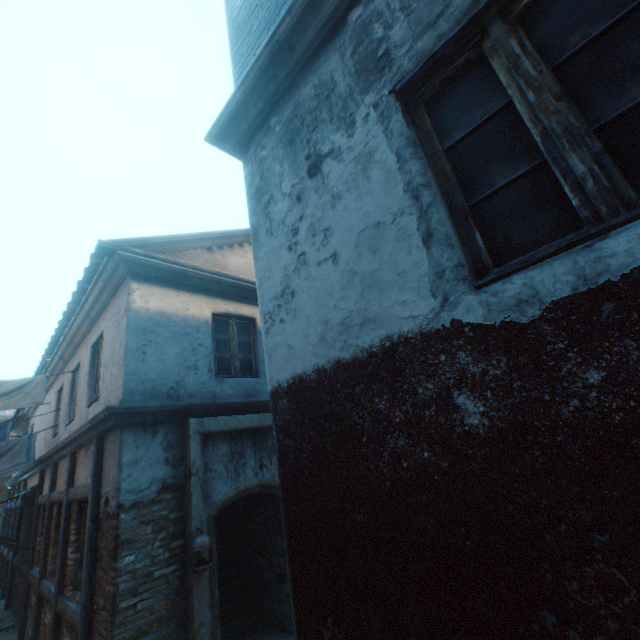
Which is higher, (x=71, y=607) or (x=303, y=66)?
(x=303, y=66)

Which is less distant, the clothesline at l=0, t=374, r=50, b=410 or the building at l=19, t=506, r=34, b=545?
the clothesline at l=0, t=374, r=50, b=410

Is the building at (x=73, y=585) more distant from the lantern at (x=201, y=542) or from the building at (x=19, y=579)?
the building at (x=19, y=579)

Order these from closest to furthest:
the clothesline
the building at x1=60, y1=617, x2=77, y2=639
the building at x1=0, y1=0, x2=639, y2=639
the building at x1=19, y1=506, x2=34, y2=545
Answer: the building at x1=0, y1=0, x2=639, y2=639, the building at x1=60, y1=617, x2=77, y2=639, the clothesline, the building at x1=19, y1=506, x2=34, y2=545

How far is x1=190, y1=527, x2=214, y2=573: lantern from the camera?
4.2m

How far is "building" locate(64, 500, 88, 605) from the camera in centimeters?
529cm

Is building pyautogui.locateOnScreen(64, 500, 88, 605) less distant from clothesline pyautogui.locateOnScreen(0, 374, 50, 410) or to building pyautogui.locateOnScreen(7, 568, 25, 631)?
clothesline pyautogui.locateOnScreen(0, 374, 50, 410)

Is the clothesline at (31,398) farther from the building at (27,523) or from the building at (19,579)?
the building at (19,579)
